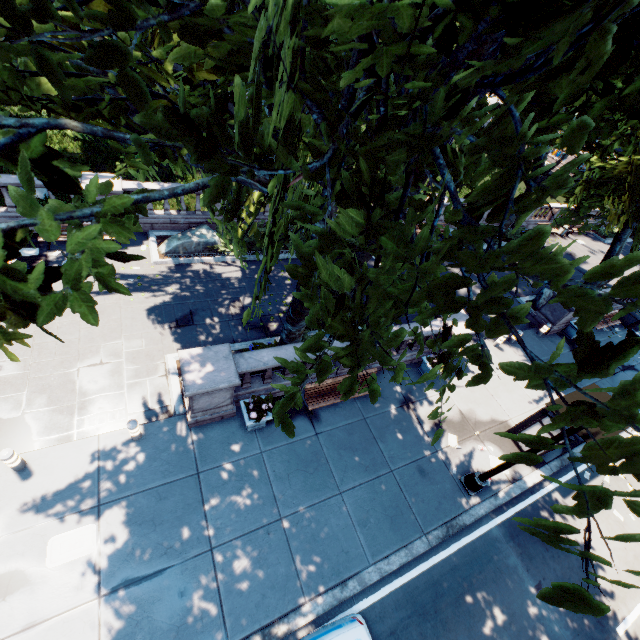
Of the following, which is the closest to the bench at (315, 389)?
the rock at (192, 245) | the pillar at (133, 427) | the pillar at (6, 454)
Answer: the pillar at (133, 427)

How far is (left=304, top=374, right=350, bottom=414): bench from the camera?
10.84m

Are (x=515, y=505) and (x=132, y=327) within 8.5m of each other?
no

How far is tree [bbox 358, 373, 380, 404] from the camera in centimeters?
282cm

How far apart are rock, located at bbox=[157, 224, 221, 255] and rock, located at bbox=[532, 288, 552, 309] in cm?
1870

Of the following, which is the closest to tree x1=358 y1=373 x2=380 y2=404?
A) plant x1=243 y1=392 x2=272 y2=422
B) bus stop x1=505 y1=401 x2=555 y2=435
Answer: plant x1=243 y1=392 x2=272 y2=422

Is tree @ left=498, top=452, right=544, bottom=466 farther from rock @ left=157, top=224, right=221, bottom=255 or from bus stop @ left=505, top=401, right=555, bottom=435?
bus stop @ left=505, top=401, right=555, bottom=435

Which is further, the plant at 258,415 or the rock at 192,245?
the rock at 192,245
